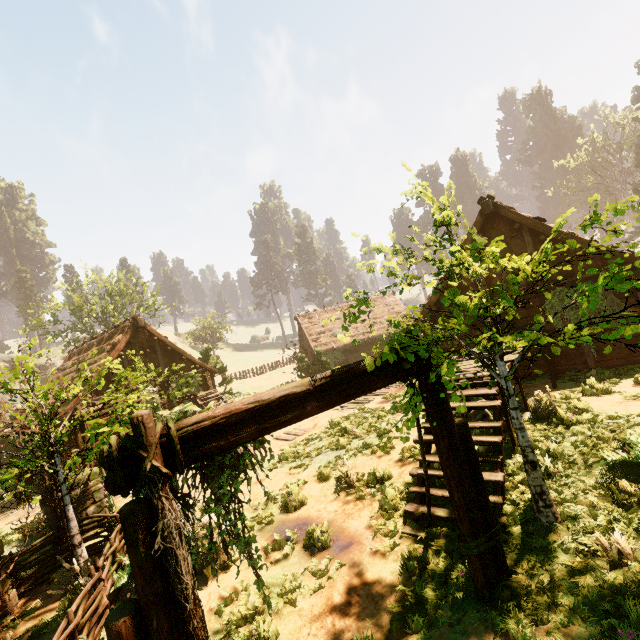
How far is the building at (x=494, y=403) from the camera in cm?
552

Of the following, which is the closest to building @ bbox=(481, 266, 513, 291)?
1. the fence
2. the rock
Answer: the rock

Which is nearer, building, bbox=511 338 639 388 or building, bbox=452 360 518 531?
building, bbox=452 360 518 531

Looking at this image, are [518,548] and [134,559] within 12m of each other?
yes

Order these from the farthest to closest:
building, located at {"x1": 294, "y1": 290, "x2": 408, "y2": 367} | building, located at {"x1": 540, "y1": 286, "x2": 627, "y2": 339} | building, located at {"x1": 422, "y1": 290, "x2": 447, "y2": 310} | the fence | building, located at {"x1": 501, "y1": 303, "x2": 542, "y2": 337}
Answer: building, located at {"x1": 294, "y1": 290, "x2": 408, "y2": 367}
building, located at {"x1": 422, "y1": 290, "x2": 447, "y2": 310}
building, located at {"x1": 501, "y1": 303, "x2": 542, "y2": 337}
building, located at {"x1": 540, "y1": 286, "x2": 627, "y2": 339}
the fence

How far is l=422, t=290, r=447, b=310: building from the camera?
15.44m

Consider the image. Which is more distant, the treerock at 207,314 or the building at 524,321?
the treerock at 207,314
